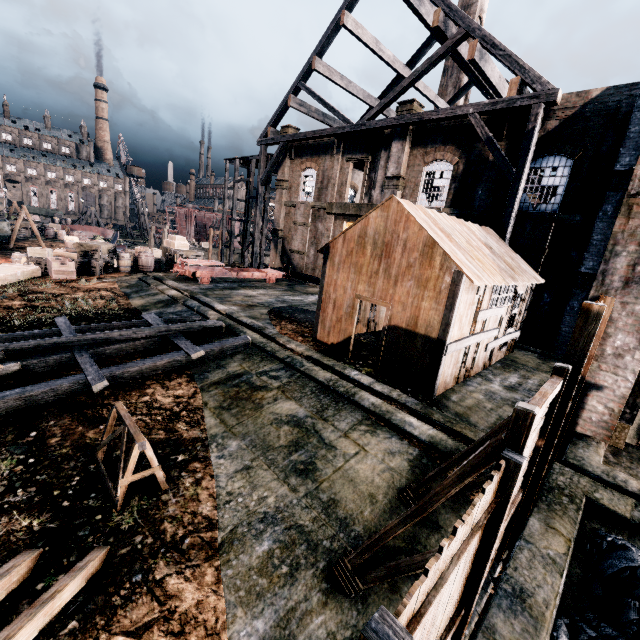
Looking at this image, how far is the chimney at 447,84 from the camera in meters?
36.1

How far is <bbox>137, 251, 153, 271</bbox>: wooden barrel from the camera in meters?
23.7 m

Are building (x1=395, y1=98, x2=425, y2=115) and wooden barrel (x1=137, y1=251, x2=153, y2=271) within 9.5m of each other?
no

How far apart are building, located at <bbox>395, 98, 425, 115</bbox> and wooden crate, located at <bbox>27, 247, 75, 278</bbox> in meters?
22.6

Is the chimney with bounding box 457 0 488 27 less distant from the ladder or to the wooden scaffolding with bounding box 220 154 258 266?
the wooden scaffolding with bounding box 220 154 258 266

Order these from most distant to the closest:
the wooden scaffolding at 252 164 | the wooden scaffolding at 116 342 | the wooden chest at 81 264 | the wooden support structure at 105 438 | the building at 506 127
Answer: the wooden scaffolding at 252 164
the wooden chest at 81 264
the building at 506 127
the wooden scaffolding at 116 342
the wooden support structure at 105 438

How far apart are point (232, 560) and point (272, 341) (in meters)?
8.40

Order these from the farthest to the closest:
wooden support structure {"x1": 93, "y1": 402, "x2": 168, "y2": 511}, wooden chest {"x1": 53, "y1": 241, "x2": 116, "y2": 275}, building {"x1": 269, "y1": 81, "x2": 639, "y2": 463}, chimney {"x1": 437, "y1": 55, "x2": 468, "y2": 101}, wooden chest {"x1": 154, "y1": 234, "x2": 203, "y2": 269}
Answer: chimney {"x1": 437, "y1": 55, "x2": 468, "y2": 101} → wooden chest {"x1": 154, "y1": 234, "x2": 203, "y2": 269} → wooden chest {"x1": 53, "y1": 241, "x2": 116, "y2": 275} → building {"x1": 269, "y1": 81, "x2": 639, "y2": 463} → wooden support structure {"x1": 93, "y1": 402, "x2": 168, "y2": 511}
